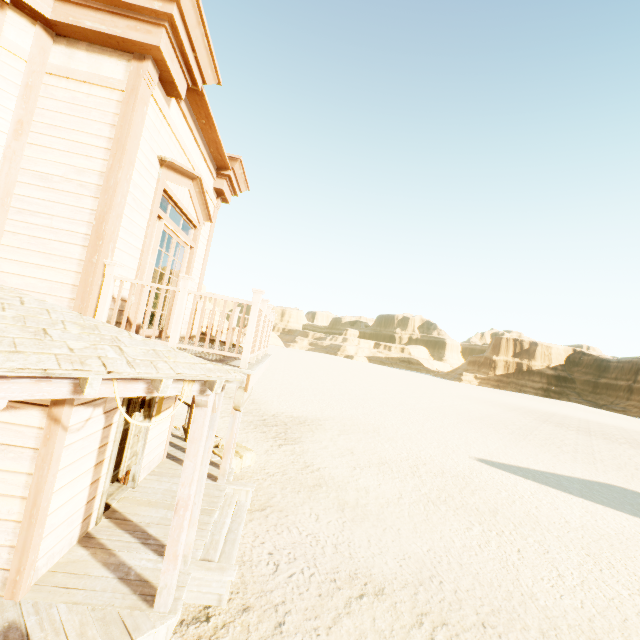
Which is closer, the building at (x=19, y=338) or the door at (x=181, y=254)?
the building at (x=19, y=338)

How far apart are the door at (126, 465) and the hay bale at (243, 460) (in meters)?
2.43

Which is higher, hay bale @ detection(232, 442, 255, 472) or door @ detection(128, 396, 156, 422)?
door @ detection(128, 396, 156, 422)

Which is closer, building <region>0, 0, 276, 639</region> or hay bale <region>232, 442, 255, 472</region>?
building <region>0, 0, 276, 639</region>

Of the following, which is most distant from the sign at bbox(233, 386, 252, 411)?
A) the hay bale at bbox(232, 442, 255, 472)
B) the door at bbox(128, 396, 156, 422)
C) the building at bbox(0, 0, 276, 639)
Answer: the hay bale at bbox(232, 442, 255, 472)

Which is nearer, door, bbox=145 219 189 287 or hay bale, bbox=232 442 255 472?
door, bbox=145 219 189 287

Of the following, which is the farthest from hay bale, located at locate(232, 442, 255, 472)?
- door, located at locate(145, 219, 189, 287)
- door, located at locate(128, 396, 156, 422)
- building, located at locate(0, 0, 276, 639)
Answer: door, located at locate(145, 219, 189, 287)

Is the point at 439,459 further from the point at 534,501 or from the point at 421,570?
the point at 421,570
